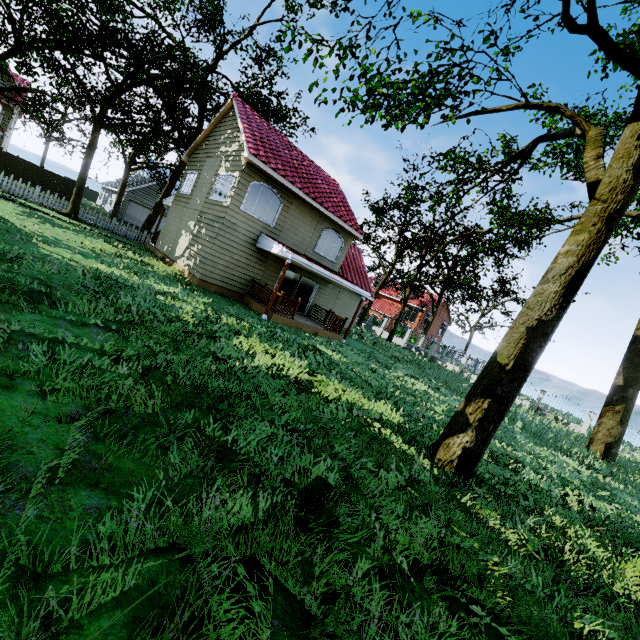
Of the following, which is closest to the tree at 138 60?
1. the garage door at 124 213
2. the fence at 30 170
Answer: the fence at 30 170

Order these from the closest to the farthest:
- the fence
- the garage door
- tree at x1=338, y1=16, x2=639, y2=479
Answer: tree at x1=338, y1=16, x2=639, y2=479 < the fence < the garage door

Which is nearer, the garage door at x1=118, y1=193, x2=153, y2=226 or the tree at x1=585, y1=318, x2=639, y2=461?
the tree at x1=585, y1=318, x2=639, y2=461

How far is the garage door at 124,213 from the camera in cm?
3497

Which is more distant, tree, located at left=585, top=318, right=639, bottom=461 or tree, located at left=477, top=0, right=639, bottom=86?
tree, located at left=585, top=318, right=639, bottom=461

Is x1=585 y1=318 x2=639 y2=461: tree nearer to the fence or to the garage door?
the fence

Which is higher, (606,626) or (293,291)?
(293,291)
